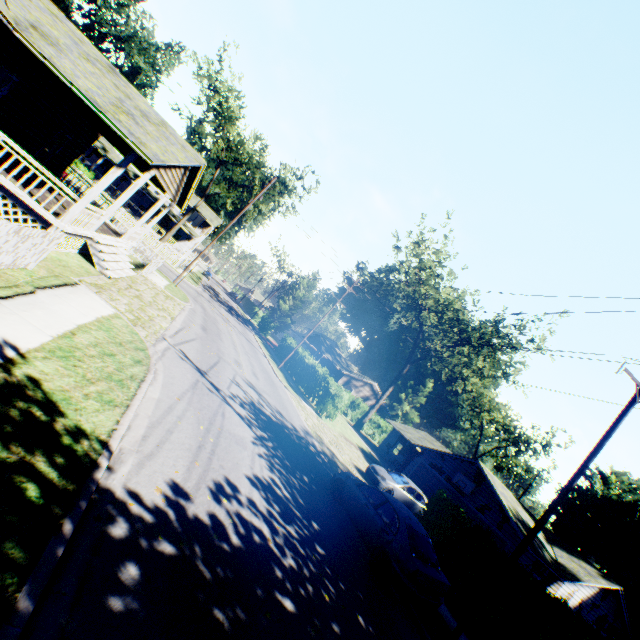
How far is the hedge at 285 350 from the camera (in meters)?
38.20

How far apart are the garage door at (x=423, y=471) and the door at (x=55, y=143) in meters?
32.1

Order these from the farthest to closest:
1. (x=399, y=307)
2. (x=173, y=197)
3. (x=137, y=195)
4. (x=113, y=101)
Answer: (x=137, y=195) < (x=399, y=307) < (x=173, y=197) < (x=113, y=101)

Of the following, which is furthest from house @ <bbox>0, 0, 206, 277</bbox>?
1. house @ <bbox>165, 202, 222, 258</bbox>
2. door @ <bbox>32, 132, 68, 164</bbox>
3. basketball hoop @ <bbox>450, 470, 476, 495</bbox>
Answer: house @ <bbox>165, 202, 222, 258</bbox>

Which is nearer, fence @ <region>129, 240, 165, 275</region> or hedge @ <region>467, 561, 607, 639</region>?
hedge @ <region>467, 561, 607, 639</region>

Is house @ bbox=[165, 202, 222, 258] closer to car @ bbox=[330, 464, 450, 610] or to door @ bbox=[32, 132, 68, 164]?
door @ bbox=[32, 132, 68, 164]

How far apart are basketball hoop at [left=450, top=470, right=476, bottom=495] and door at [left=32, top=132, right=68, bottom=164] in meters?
31.3 m

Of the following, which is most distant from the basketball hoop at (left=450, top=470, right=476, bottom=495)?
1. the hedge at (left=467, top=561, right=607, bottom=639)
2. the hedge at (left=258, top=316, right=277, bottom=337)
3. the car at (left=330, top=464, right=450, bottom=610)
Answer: the hedge at (left=258, top=316, right=277, bottom=337)
